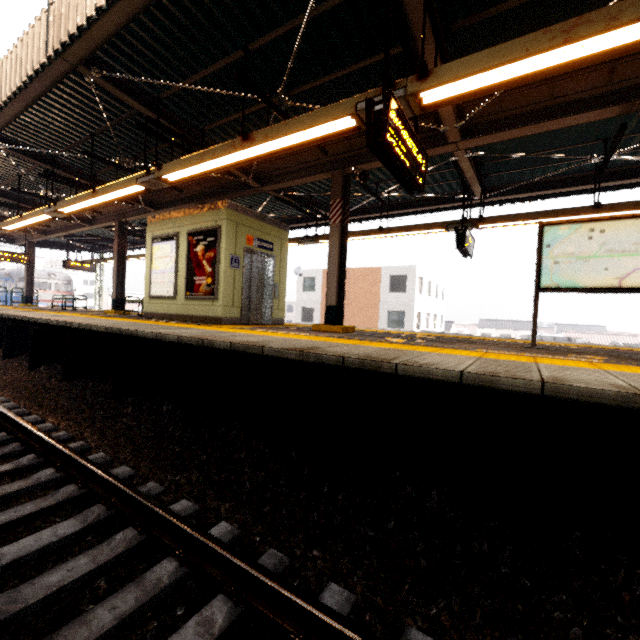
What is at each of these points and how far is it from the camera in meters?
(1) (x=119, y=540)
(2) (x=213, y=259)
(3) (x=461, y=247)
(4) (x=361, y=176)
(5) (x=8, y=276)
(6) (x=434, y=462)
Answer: (1) train track, 2.3 m
(2) sign, 7.8 m
(3) sign, 7.7 m
(4) loudspeaker, 6.9 m
(5) train, 29.4 m
(6) platform underside, 3.2 m

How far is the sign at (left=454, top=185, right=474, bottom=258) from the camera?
7.64m

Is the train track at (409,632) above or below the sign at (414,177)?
below

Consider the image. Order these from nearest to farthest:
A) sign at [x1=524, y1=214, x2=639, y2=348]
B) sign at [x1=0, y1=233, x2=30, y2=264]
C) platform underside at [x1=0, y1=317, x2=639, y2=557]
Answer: platform underside at [x1=0, y1=317, x2=639, y2=557]
sign at [x1=524, y1=214, x2=639, y2=348]
sign at [x1=0, y1=233, x2=30, y2=264]

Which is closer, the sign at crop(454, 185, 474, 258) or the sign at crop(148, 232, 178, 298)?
the sign at crop(454, 185, 474, 258)

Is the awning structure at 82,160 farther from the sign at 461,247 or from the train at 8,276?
the train at 8,276

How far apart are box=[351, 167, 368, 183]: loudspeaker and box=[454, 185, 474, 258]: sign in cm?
250

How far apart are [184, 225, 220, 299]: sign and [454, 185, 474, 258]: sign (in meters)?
5.60
